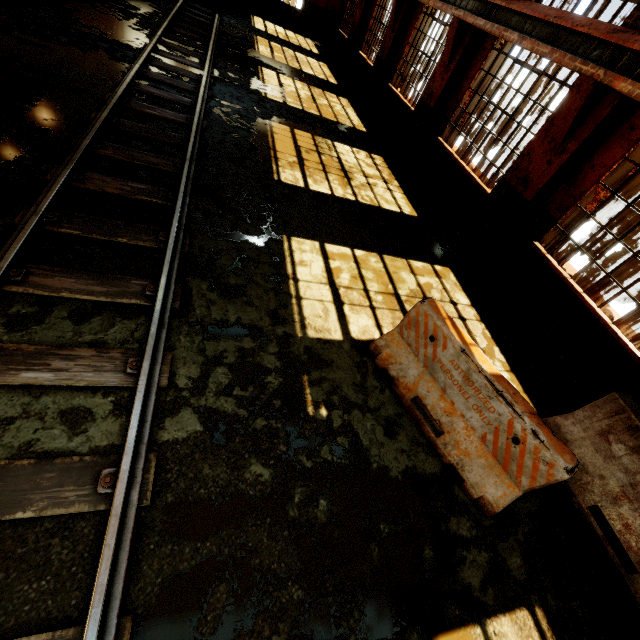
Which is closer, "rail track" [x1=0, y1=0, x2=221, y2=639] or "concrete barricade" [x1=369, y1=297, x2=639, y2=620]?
"rail track" [x1=0, y1=0, x2=221, y2=639]

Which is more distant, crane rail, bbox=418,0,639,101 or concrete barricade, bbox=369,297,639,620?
crane rail, bbox=418,0,639,101

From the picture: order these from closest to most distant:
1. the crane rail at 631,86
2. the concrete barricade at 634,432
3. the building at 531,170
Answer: the concrete barricade at 634,432, the crane rail at 631,86, the building at 531,170

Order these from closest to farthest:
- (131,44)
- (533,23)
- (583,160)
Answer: (583,160), (533,23), (131,44)

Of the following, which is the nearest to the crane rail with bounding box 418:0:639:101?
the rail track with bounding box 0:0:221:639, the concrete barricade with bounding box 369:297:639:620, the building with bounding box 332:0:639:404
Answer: the building with bounding box 332:0:639:404

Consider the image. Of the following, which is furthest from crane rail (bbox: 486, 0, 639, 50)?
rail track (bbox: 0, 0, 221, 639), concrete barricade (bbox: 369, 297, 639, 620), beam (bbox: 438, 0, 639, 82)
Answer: rail track (bbox: 0, 0, 221, 639)

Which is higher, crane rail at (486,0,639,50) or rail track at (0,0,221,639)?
crane rail at (486,0,639,50)

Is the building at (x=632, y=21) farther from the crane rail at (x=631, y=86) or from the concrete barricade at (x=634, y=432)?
the concrete barricade at (x=634, y=432)
